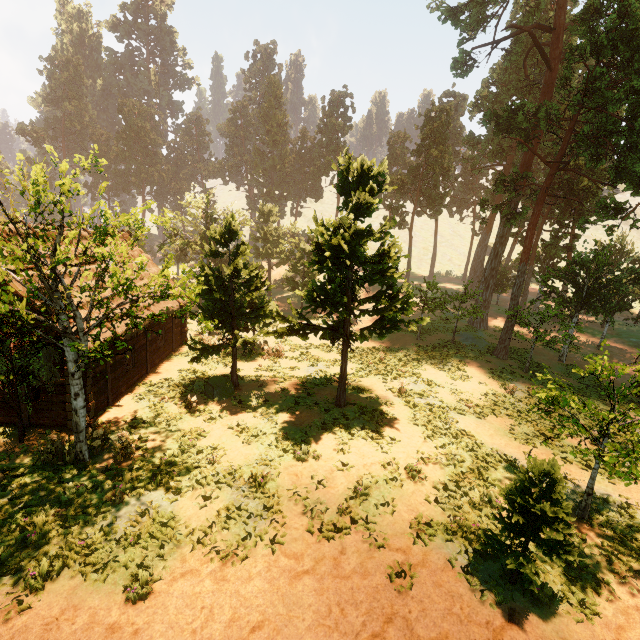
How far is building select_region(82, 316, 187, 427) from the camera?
13.3m

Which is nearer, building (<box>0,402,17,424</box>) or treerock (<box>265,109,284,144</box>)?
building (<box>0,402,17,424</box>)

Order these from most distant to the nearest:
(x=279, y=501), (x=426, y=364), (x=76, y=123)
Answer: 1. (x=76, y=123)
2. (x=426, y=364)
3. (x=279, y=501)

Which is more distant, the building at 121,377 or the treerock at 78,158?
the building at 121,377

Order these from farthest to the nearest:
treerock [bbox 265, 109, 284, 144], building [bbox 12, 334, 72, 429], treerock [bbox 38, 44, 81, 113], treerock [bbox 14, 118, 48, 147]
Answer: treerock [bbox 265, 109, 284, 144]
treerock [bbox 38, 44, 81, 113]
treerock [bbox 14, 118, 48, 147]
building [bbox 12, 334, 72, 429]

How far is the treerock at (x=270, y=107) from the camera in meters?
58.5 m

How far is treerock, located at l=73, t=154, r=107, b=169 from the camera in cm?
796
